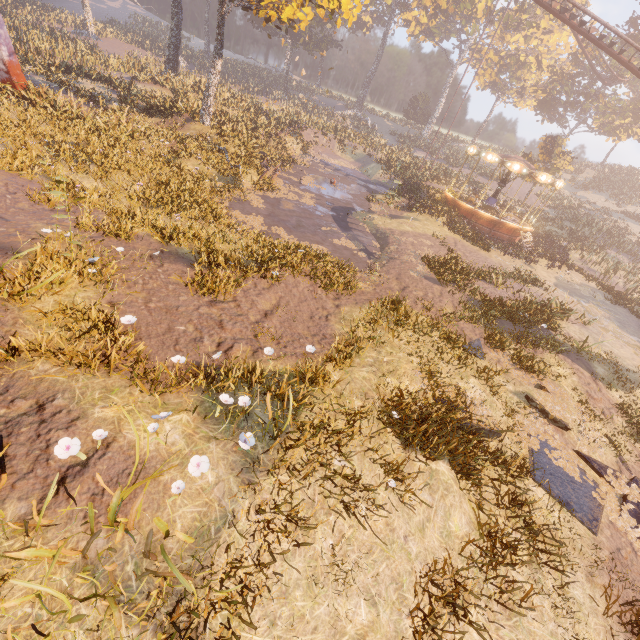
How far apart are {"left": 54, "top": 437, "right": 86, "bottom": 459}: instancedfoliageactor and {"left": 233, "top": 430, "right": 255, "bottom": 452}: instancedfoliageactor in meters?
1.8 m

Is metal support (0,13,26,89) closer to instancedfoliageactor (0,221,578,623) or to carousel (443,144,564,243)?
instancedfoliageactor (0,221,578,623)

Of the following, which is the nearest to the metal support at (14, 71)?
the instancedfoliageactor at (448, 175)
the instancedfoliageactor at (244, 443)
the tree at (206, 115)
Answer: the tree at (206, 115)

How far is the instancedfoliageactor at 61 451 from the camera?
3.63m

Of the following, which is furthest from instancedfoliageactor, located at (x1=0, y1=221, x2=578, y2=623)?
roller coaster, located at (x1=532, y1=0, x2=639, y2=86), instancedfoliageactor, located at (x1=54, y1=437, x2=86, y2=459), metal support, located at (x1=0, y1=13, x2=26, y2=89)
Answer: roller coaster, located at (x1=532, y1=0, x2=639, y2=86)

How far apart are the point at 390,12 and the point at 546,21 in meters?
22.8 m

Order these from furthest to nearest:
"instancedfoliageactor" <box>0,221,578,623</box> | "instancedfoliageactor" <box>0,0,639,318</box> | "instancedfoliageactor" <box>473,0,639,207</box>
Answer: "instancedfoliageactor" <box>473,0,639,207</box>
"instancedfoliageactor" <box>0,0,639,318</box>
"instancedfoliageactor" <box>0,221,578,623</box>

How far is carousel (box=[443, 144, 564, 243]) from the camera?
22.88m
